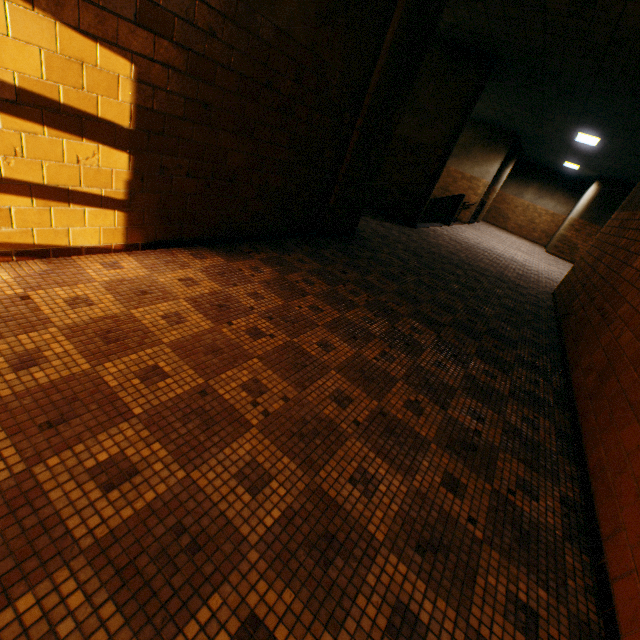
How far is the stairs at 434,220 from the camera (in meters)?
11.78

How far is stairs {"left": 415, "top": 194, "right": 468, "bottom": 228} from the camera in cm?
1178

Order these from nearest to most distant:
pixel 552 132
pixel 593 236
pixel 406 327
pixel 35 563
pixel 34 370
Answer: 1. pixel 35 563
2. pixel 34 370
3. pixel 406 327
4. pixel 552 132
5. pixel 593 236
